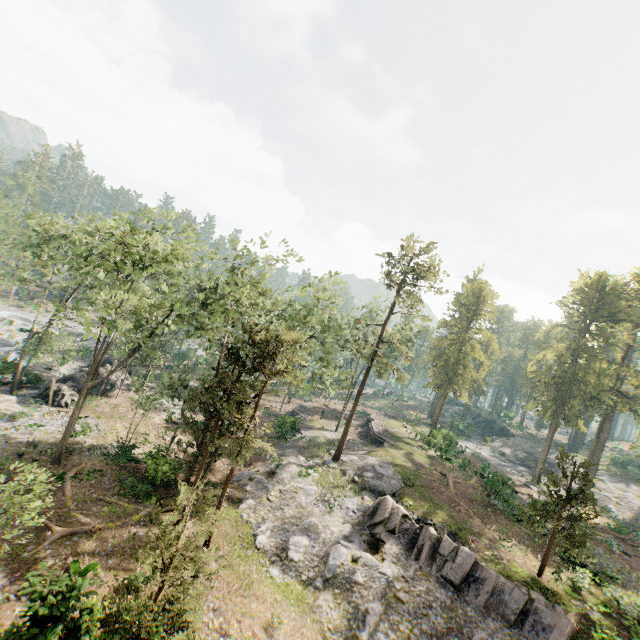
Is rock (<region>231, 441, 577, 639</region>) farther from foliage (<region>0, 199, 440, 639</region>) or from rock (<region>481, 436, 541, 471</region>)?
rock (<region>481, 436, 541, 471</region>)

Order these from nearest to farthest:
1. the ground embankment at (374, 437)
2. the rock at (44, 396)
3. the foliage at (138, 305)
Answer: the foliage at (138, 305)
the rock at (44, 396)
the ground embankment at (374, 437)

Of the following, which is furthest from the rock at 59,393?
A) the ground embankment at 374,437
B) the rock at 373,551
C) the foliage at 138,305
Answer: the ground embankment at 374,437

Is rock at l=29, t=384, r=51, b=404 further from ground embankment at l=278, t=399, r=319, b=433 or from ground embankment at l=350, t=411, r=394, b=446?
ground embankment at l=350, t=411, r=394, b=446

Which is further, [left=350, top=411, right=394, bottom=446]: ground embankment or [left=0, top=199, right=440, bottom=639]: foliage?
[left=350, top=411, right=394, bottom=446]: ground embankment

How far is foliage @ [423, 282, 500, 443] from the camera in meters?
44.5

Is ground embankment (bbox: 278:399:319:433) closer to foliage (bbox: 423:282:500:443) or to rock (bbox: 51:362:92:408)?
foliage (bbox: 423:282:500:443)

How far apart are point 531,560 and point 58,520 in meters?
30.2
